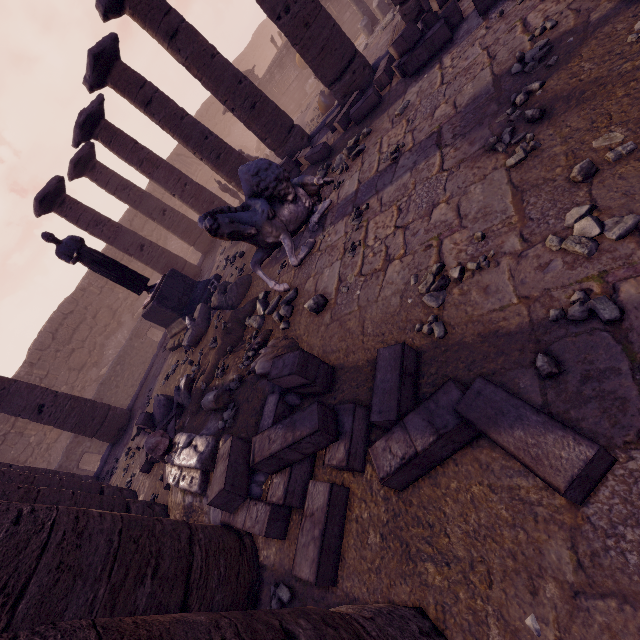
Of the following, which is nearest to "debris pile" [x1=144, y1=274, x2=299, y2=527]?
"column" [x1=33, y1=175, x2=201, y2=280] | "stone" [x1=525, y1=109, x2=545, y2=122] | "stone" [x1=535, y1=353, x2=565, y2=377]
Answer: "stone" [x1=535, y1=353, x2=565, y2=377]

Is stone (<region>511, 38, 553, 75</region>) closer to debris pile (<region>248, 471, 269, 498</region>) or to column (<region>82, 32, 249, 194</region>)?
debris pile (<region>248, 471, 269, 498</region>)

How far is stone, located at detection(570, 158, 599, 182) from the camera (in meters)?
2.40

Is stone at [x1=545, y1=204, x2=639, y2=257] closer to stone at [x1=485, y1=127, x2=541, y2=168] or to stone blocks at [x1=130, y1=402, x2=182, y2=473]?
stone at [x1=485, y1=127, x2=541, y2=168]

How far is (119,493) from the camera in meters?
6.4 m

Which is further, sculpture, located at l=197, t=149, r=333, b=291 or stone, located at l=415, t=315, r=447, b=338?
sculpture, located at l=197, t=149, r=333, b=291

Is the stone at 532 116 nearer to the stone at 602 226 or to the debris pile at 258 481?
the stone at 602 226

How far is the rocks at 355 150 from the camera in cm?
620
